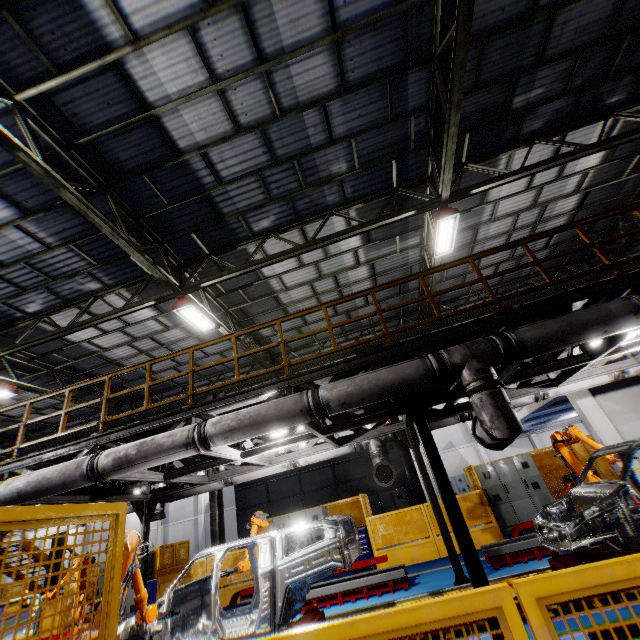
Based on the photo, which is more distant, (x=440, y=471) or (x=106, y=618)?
(x=440, y=471)

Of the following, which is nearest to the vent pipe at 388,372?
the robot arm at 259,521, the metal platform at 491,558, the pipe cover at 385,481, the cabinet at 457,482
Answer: the robot arm at 259,521

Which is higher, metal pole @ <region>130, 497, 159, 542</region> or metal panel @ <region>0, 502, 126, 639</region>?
metal pole @ <region>130, 497, 159, 542</region>

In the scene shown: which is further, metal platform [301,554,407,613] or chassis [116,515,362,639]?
metal platform [301,554,407,613]

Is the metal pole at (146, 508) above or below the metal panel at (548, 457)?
above

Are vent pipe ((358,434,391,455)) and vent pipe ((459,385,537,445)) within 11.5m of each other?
yes

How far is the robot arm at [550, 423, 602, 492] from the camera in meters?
7.7

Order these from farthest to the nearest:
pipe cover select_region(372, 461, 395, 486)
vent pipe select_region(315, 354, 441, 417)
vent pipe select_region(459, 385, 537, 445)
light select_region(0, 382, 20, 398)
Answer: light select_region(0, 382, 20, 398), pipe cover select_region(372, 461, 395, 486), vent pipe select_region(315, 354, 441, 417), vent pipe select_region(459, 385, 537, 445)
